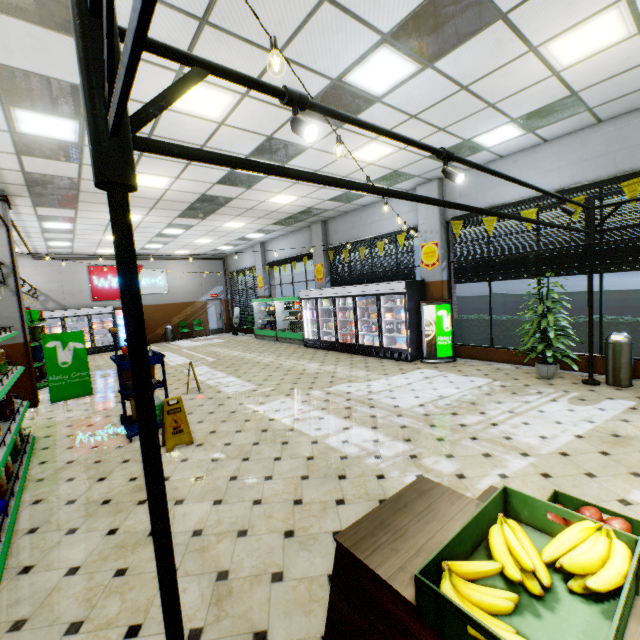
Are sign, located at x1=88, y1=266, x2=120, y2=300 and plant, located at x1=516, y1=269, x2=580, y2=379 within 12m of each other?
no

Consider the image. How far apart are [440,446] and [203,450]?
3.35m

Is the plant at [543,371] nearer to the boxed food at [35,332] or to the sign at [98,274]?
the boxed food at [35,332]

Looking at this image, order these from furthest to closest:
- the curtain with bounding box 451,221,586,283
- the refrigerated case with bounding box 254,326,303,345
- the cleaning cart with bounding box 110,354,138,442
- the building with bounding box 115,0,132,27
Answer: the refrigerated case with bounding box 254,326,303,345 < the curtain with bounding box 451,221,586,283 < the cleaning cart with bounding box 110,354,138,442 < the building with bounding box 115,0,132,27

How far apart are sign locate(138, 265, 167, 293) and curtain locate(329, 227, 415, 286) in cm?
1091

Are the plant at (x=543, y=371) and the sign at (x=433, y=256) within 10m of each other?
yes

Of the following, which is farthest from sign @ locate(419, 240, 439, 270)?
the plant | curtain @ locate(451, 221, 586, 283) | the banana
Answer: the banana

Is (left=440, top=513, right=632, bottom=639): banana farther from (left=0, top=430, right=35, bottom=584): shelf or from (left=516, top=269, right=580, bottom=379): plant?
(left=516, top=269, right=580, bottom=379): plant
